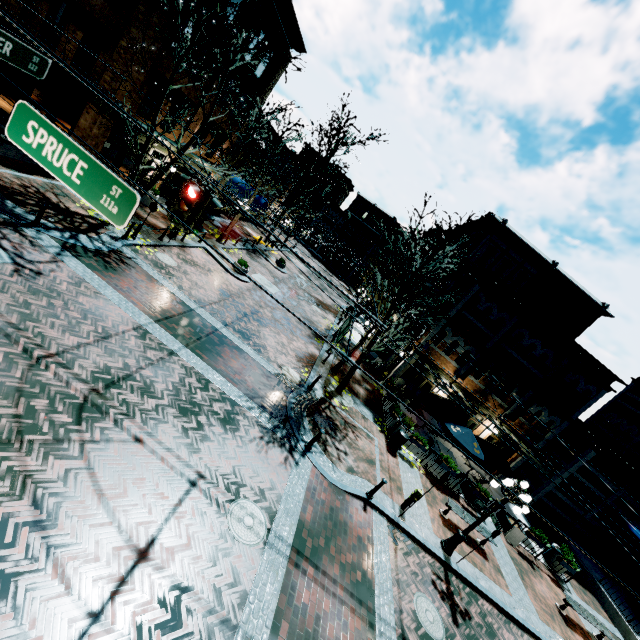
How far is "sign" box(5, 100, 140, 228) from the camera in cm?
359

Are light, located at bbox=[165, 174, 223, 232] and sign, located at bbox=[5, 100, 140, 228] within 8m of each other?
yes

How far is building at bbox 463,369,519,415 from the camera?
20.44m

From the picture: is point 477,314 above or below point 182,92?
above

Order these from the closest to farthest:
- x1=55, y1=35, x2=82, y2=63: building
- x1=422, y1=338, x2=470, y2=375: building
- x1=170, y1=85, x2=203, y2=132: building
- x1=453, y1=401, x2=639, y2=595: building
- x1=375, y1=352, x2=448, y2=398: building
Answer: x1=55, y1=35, x2=82, y2=63: building, x1=170, y1=85, x2=203, y2=132: building, x1=453, y1=401, x2=639, y2=595: building, x1=422, y1=338, x2=470, y2=375: building, x1=375, y1=352, x2=448, y2=398: building

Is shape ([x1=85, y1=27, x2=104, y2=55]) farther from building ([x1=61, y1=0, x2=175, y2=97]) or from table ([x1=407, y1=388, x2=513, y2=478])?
table ([x1=407, y1=388, x2=513, y2=478])

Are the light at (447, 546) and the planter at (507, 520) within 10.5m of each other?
yes

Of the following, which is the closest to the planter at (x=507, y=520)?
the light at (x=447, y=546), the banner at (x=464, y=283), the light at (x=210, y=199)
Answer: the light at (x=447, y=546)
